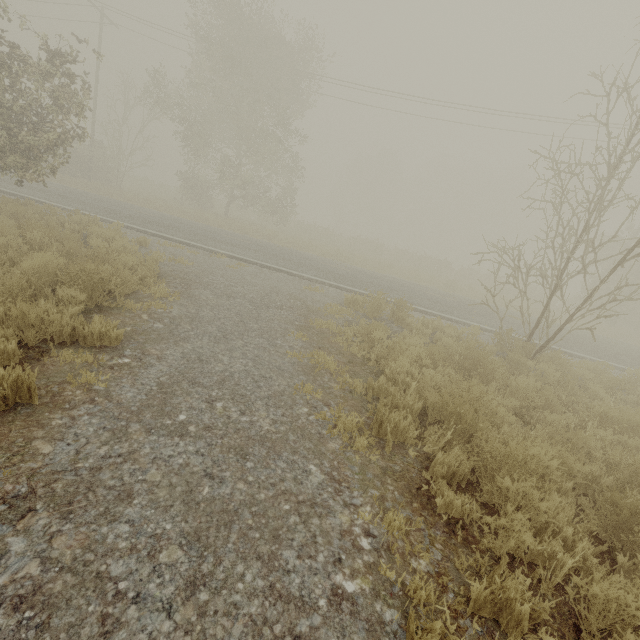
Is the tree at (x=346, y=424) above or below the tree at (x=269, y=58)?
below

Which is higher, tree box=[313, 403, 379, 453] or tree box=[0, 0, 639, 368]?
tree box=[0, 0, 639, 368]

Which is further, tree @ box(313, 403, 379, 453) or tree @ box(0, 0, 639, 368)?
tree @ box(0, 0, 639, 368)

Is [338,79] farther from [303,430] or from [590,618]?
[590,618]

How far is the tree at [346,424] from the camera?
3.78m

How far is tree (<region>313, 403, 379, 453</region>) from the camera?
3.8 meters
